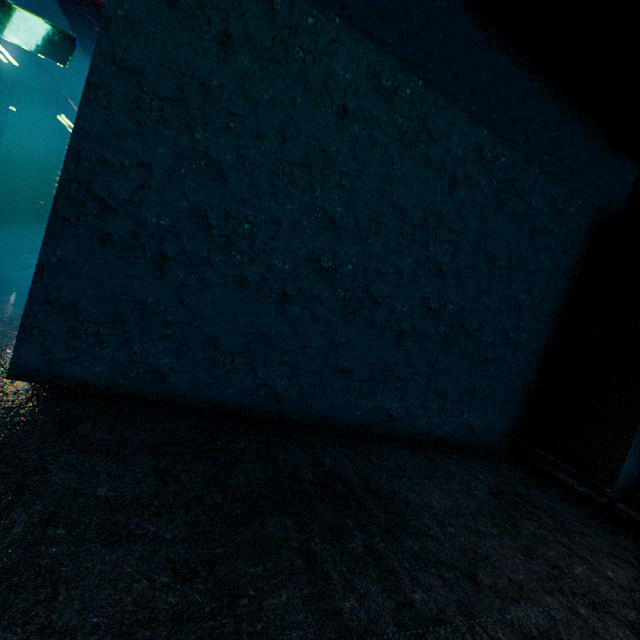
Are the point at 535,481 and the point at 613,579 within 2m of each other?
yes
